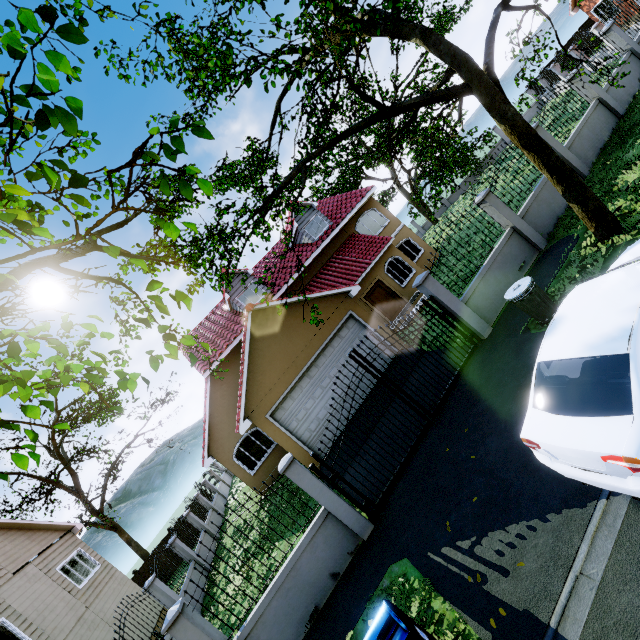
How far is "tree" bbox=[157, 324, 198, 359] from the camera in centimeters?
218cm

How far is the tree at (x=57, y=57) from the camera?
1.6m

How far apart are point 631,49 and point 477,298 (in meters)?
13.84

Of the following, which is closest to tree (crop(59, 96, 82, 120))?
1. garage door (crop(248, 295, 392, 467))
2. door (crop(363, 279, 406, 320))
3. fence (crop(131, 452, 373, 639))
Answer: fence (crop(131, 452, 373, 639))

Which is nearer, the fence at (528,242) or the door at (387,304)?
the fence at (528,242)

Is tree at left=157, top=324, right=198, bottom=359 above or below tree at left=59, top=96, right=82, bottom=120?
below

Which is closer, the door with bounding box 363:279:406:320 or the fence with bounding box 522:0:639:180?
the fence with bounding box 522:0:639:180

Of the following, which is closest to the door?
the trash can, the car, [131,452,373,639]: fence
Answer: the trash can
